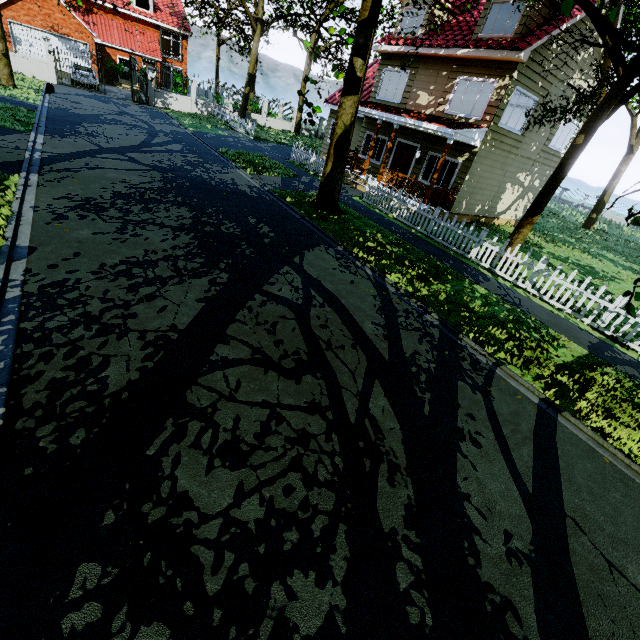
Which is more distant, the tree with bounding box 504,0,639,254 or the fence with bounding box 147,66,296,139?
the fence with bounding box 147,66,296,139

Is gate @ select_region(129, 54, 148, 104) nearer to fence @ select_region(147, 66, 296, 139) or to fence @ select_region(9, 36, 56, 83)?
fence @ select_region(147, 66, 296, 139)

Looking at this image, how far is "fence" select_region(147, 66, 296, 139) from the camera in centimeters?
2527cm

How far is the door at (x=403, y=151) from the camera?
16.45m

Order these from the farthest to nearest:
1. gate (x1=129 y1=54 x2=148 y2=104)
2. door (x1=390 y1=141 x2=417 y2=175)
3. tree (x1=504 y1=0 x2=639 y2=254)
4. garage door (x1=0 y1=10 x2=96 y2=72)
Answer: garage door (x1=0 y1=10 x2=96 y2=72) → gate (x1=129 y1=54 x2=148 y2=104) → door (x1=390 y1=141 x2=417 y2=175) → tree (x1=504 y1=0 x2=639 y2=254)

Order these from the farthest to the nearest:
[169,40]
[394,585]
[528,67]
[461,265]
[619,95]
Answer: [169,40] → [528,67] → [461,265] → [619,95] → [394,585]

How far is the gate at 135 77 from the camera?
22.8 meters

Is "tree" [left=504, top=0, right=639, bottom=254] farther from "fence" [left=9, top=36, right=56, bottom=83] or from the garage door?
the garage door
